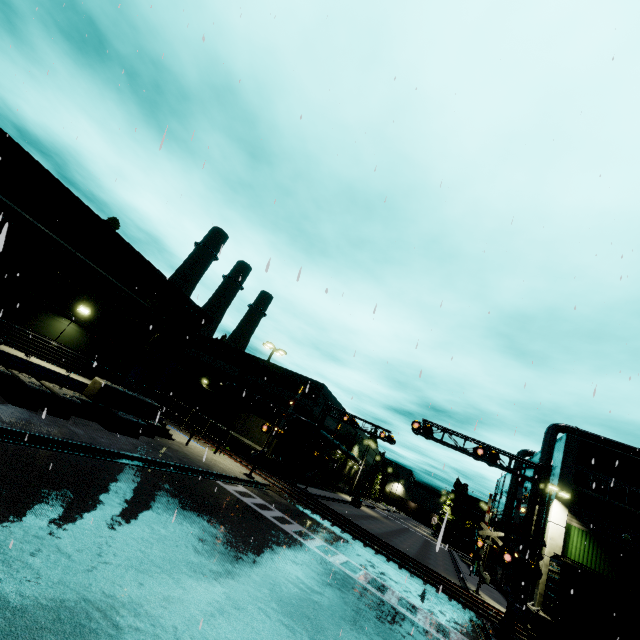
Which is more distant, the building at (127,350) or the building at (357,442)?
the building at (357,442)

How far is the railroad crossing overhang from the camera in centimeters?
1850cm

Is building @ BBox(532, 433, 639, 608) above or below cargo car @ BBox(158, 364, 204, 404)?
above

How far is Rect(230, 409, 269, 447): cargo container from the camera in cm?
3209

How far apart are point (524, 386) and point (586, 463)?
29.4 meters

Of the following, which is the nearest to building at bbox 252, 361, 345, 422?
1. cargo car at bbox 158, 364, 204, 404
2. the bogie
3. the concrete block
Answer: the concrete block

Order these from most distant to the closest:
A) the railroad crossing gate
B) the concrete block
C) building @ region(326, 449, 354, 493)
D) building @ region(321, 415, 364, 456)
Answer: building @ region(326, 449, 354, 493) < building @ region(321, 415, 364, 456) < the railroad crossing gate < the concrete block

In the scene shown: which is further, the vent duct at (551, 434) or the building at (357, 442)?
the building at (357, 442)
